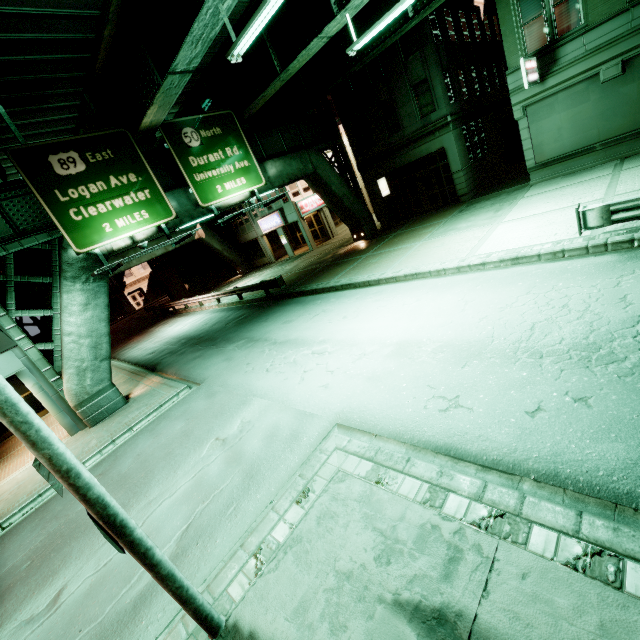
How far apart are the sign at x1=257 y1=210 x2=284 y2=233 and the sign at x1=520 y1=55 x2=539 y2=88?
20.16m

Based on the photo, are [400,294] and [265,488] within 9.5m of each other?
yes

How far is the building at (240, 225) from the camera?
29.3m

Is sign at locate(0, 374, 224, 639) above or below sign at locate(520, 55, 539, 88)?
below

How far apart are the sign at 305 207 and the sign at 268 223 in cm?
175

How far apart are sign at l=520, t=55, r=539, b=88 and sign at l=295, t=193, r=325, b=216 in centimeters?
1836cm

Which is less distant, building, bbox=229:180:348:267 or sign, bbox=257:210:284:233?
building, bbox=229:180:348:267

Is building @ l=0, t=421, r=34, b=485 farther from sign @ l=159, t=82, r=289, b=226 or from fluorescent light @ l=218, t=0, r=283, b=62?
fluorescent light @ l=218, t=0, r=283, b=62
